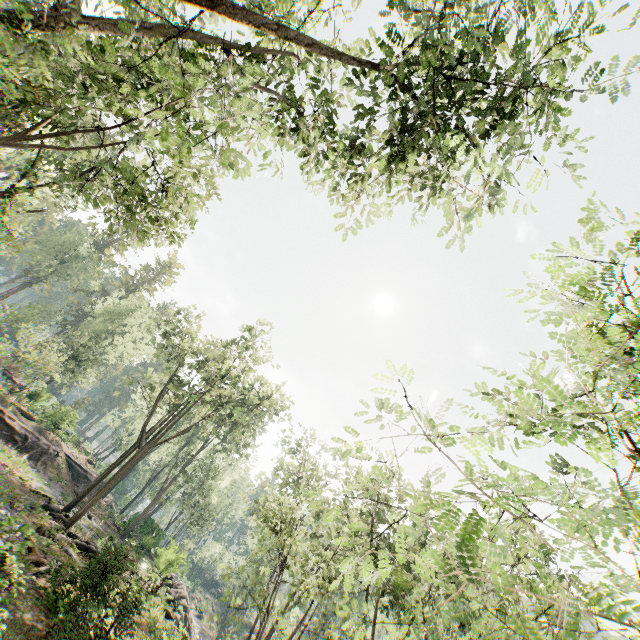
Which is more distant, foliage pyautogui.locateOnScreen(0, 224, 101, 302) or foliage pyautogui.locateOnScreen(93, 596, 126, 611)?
foliage pyautogui.locateOnScreen(0, 224, 101, 302)

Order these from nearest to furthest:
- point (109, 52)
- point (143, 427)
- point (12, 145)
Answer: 1. point (109, 52)
2. point (12, 145)
3. point (143, 427)

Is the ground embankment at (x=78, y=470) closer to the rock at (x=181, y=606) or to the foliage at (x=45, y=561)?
the foliage at (x=45, y=561)

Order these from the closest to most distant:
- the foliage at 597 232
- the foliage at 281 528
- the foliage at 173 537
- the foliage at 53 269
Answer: the foliage at 281 528 → the foliage at 597 232 → the foliage at 173 537 → the foliage at 53 269

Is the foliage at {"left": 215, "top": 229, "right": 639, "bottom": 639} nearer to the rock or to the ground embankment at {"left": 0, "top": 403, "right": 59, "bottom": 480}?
the rock

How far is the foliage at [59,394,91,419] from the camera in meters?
35.5

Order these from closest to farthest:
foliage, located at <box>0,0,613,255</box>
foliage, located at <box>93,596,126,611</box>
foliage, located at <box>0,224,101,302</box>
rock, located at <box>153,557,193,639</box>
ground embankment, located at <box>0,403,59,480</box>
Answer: foliage, located at <box>0,0,613,255</box> < foliage, located at <box>93,596,126,611</box> < rock, located at <box>153,557,193,639</box> < ground embankment, located at <box>0,403,59,480</box> < foliage, located at <box>0,224,101,302</box>

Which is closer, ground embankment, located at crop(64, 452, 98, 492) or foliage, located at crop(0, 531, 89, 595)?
foliage, located at crop(0, 531, 89, 595)
